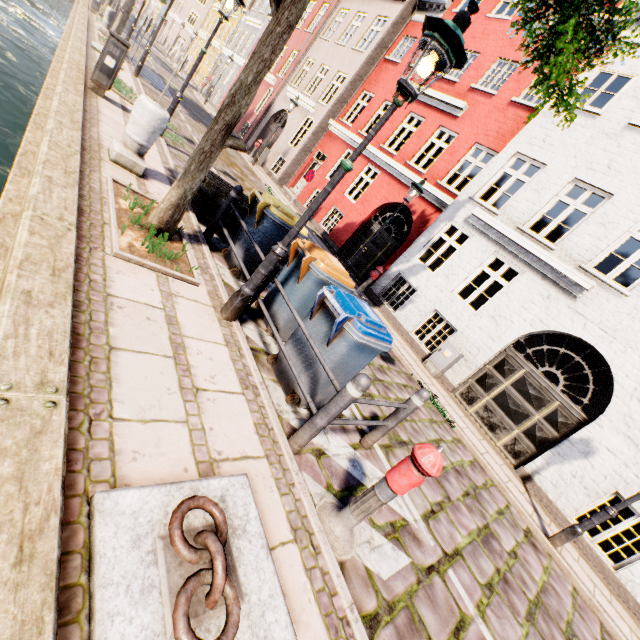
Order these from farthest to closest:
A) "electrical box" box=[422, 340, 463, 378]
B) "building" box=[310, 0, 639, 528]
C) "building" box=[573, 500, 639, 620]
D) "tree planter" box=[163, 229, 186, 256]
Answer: "electrical box" box=[422, 340, 463, 378], "building" box=[310, 0, 639, 528], "building" box=[573, 500, 639, 620], "tree planter" box=[163, 229, 186, 256]

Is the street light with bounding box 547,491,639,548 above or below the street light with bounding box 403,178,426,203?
below

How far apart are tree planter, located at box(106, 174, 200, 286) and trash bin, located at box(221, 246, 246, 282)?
0.79m

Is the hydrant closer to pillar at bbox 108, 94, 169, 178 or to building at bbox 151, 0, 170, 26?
pillar at bbox 108, 94, 169, 178

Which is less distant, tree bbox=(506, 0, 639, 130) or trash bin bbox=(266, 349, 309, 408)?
tree bbox=(506, 0, 639, 130)

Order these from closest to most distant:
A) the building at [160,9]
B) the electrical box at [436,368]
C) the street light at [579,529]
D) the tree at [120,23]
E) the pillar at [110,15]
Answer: the street light at [579,529] < the electrical box at [436,368] < the tree at [120,23] < the pillar at [110,15] < the building at [160,9]

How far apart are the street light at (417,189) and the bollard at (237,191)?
5.93m

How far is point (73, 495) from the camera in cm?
168
